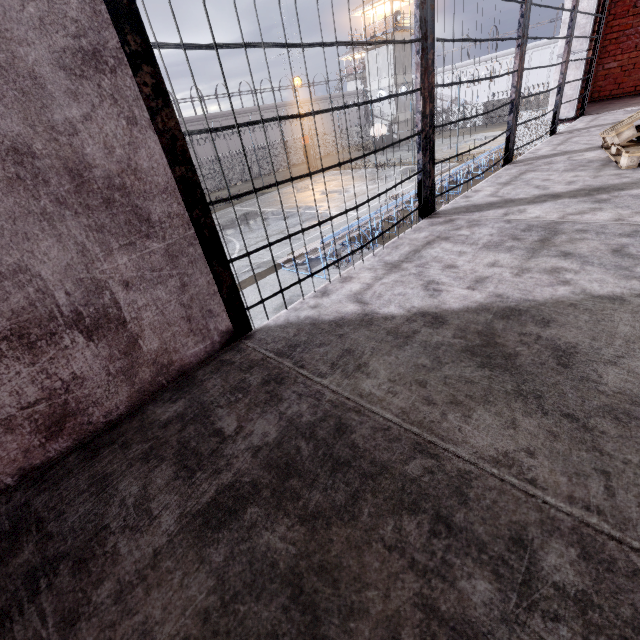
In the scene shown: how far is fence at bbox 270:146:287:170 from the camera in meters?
43.2 m

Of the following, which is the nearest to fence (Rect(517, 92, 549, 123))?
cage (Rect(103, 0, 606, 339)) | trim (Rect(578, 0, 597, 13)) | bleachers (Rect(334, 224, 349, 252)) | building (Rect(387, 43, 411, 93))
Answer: trim (Rect(578, 0, 597, 13))

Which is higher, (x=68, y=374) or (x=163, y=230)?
(x=163, y=230)

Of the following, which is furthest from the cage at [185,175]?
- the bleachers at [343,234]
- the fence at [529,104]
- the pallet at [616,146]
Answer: the bleachers at [343,234]

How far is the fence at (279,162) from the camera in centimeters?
4325cm

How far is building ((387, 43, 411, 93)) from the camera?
37.7 meters

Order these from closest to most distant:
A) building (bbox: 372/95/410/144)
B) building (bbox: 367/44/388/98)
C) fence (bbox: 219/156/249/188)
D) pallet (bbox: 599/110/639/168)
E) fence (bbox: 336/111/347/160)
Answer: pallet (bbox: 599/110/639/168) → fence (bbox: 336/111/347/160) → building (bbox: 367/44/388/98) → fence (bbox: 219/156/249/188) → building (bbox: 372/95/410/144)

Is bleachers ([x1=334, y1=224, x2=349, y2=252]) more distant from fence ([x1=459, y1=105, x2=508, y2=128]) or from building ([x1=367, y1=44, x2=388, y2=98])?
building ([x1=367, y1=44, x2=388, y2=98])
